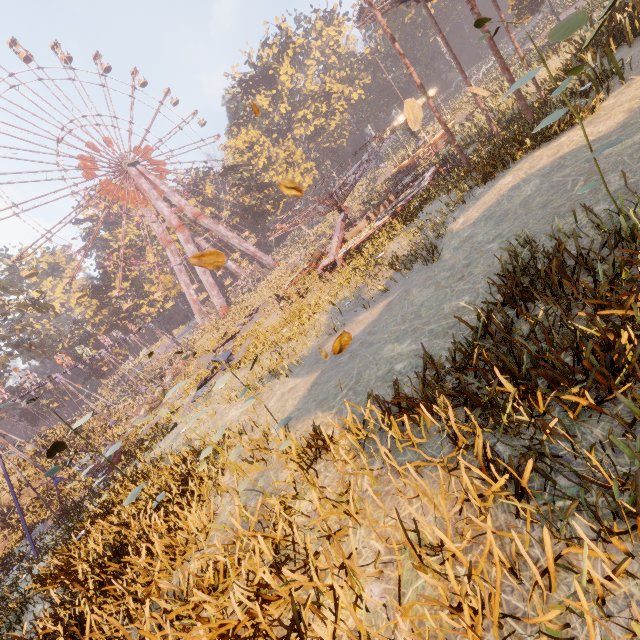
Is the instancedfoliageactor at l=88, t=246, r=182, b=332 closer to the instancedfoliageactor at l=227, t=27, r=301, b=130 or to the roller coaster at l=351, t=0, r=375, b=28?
the instancedfoliageactor at l=227, t=27, r=301, b=130

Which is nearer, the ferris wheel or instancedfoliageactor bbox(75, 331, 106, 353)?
the ferris wheel

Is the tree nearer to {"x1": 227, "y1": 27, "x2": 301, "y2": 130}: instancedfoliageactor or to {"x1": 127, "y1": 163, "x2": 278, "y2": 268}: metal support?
{"x1": 127, "y1": 163, "x2": 278, "y2": 268}: metal support

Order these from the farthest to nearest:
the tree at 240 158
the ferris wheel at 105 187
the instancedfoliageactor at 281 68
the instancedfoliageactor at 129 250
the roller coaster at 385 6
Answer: the instancedfoliageactor at 129 250, the instancedfoliageactor at 281 68, the tree at 240 158, the ferris wheel at 105 187, the roller coaster at 385 6

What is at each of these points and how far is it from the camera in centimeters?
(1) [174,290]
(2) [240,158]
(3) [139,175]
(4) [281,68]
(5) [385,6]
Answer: (1) instancedfoliageactor, 5966cm
(2) tree, 4659cm
(3) metal support, 4950cm
(4) instancedfoliageactor, 5356cm
(5) roller coaster, 2958cm

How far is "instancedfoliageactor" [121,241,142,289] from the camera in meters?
54.7 m

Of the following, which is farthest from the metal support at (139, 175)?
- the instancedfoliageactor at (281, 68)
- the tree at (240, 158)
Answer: the instancedfoliageactor at (281, 68)

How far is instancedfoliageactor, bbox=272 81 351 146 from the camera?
53.91m
